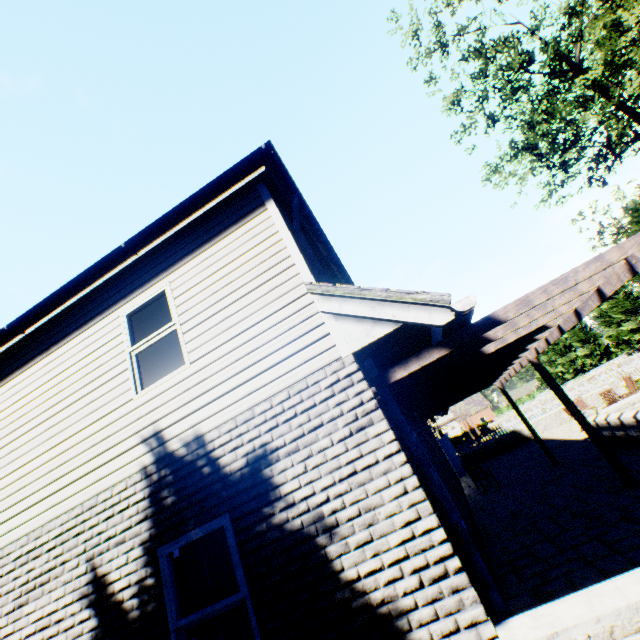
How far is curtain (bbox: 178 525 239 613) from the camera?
3.7m

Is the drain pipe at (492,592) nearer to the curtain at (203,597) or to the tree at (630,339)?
the curtain at (203,597)

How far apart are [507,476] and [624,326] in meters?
39.1

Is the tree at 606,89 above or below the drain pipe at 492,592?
above

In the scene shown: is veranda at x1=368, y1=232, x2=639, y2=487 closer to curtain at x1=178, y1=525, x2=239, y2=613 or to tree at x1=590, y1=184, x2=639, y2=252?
curtain at x1=178, y1=525, x2=239, y2=613

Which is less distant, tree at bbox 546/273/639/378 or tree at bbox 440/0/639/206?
tree at bbox 440/0/639/206

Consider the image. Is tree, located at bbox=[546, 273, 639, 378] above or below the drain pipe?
above
